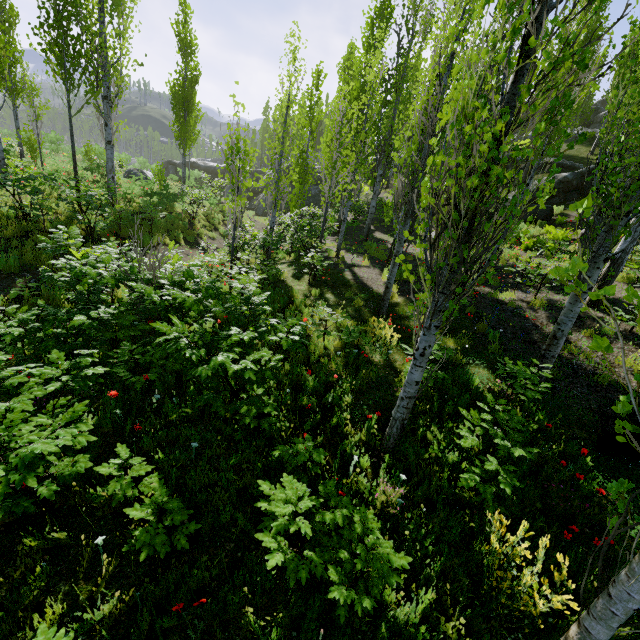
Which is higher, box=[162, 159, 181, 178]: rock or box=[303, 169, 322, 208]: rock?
box=[162, 159, 181, 178]: rock

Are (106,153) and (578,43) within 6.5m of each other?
no

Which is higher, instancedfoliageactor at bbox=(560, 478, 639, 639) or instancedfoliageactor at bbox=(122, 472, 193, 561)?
instancedfoliageactor at bbox=(560, 478, 639, 639)

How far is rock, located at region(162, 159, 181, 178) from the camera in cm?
4025

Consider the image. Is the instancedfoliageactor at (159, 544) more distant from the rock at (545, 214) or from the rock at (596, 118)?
the rock at (596, 118)

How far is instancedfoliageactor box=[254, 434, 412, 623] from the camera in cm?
268

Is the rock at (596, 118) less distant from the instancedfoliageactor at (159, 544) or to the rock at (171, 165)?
the instancedfoliageactor at (159, 544)

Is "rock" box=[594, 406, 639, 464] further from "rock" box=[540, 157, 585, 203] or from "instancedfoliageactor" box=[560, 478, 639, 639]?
"rock" box=[540, 157, 585, 203]
